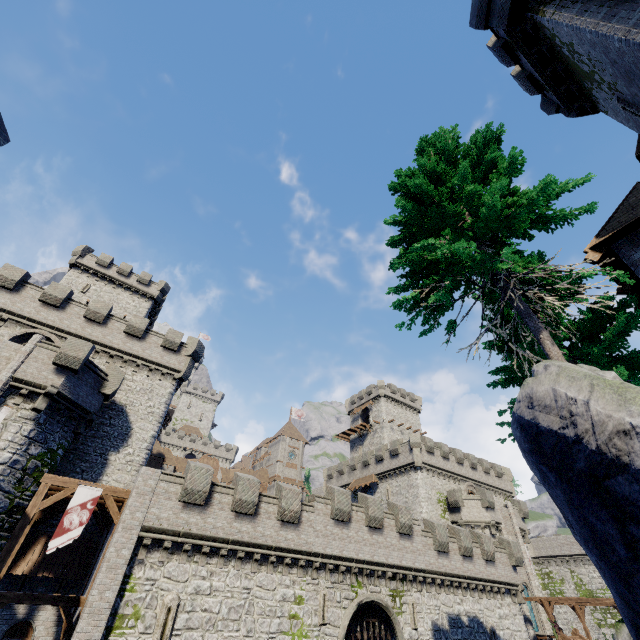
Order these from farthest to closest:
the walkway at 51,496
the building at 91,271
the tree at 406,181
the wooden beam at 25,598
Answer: the building at 91,271 < the walkway at 51,496 < the wooden beam at 25,598 < the tree at 406,181

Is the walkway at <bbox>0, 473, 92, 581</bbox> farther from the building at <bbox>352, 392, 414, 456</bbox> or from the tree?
the building at <bbox>352, 392, 414, 456</bbox>

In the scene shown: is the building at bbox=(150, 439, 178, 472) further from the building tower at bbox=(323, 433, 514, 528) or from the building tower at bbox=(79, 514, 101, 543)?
the building tower at bbox=(323, 433, 514, 528)

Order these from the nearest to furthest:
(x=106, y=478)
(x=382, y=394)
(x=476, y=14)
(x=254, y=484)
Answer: (x=476, y=14)
(x=254, y=484)
(x=106, y=478)
(x=382, y=394)

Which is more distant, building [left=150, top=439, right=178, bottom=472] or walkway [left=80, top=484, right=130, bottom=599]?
building [left=150, top=439, right=178, bottom=472]

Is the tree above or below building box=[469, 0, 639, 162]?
below

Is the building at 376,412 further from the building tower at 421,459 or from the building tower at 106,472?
the building tower at 106,472

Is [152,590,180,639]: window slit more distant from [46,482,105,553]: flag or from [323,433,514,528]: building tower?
[323,433,514,528]: building tower
